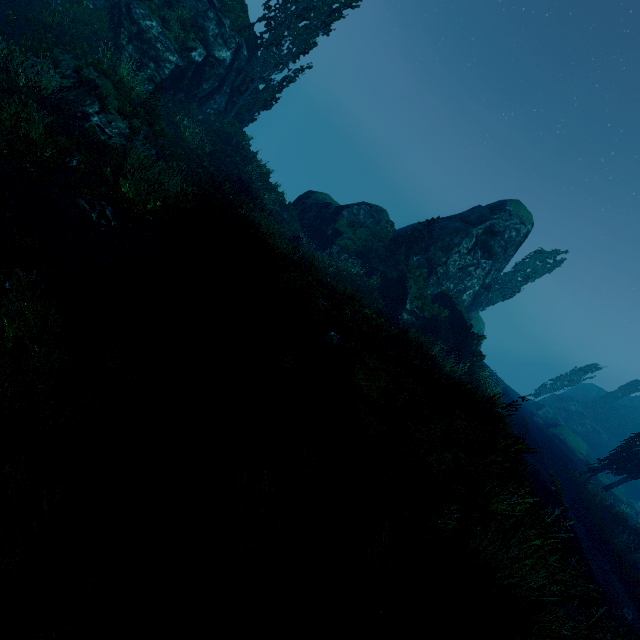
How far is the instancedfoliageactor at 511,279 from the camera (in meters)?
33.38

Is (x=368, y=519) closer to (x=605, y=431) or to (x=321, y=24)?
(x=321, y=24)

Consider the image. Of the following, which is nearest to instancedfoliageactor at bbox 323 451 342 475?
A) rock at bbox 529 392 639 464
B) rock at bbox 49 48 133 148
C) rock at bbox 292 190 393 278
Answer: rock at bbox 292 190 393 278

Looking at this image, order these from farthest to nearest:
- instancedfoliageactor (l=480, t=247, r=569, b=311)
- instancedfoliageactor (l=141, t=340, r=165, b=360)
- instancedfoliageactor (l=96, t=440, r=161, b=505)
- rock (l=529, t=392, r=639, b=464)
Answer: rock (l=529, t=392, r=639, b=464), instancedfoliageactor (l=480, t=247, r=569, b=311), instancedfoliageactor (l=141, t=340, r=165, b=360), instancedfoliageactor (l=96, t=440, r=161, b=505)

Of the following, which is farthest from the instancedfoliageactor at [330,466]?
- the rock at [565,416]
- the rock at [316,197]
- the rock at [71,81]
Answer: the rock at [71,81]

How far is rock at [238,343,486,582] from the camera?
4.1m

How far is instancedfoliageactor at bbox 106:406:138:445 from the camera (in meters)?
4.47
